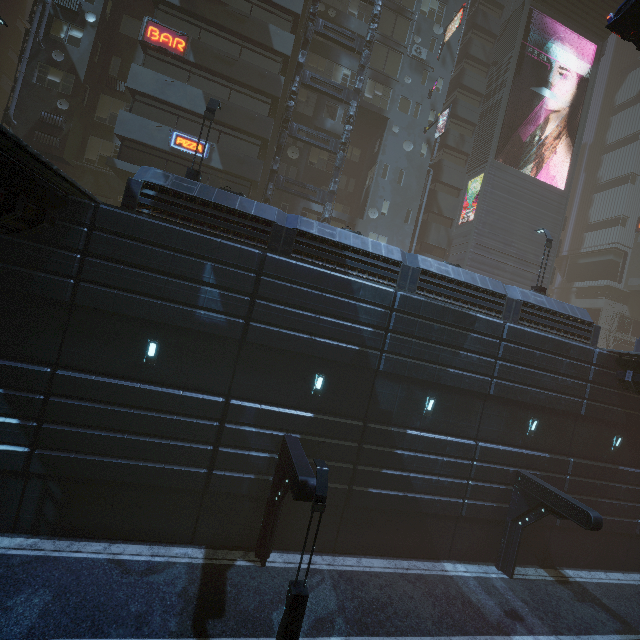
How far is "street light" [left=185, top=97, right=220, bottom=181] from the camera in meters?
14.5 m

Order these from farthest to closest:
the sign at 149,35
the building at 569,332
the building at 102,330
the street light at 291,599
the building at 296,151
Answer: the building at 296,151 < the sign at 149,35 < the building at 569,332 < the building at 102,330 < the street light at 291,599

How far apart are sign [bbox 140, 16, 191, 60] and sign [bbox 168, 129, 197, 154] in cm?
437

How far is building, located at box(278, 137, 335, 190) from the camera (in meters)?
25.23

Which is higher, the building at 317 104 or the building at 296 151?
the building at 317 104

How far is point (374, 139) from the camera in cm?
3009

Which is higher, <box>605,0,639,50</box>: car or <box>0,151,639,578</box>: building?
<box>605,0,639,50</box>: car
